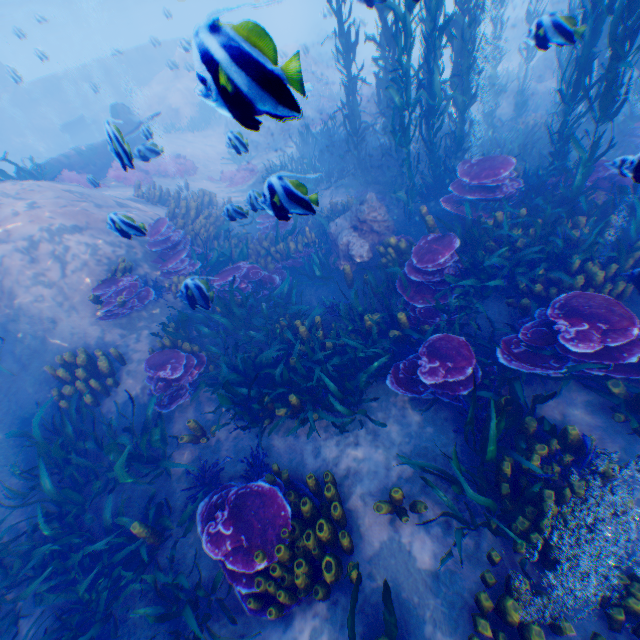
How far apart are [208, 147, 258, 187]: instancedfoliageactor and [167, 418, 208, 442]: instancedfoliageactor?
13.30m

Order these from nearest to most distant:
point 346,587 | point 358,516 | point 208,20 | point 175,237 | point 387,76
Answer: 1. point 208,20
2. point 346,587
3. point 358,516
4. point 175,237
5. point 387,76

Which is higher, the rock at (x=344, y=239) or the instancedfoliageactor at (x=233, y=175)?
the rock at (x=344, y=239)

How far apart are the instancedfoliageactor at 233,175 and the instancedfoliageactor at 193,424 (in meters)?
13.30

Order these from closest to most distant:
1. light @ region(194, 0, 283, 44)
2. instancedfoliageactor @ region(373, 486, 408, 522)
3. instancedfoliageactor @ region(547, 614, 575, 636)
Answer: light @ region(194, 0, 283, 44), instancedfoliageactor @ region(547, 614, 575, 636), instancedfoliageactor @ region(373, 486, 408, 522)

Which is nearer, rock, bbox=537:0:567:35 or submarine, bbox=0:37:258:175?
rock, bbox=537:0:567:35

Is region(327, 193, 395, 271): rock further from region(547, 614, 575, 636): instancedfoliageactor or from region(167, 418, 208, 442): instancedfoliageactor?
region(167, 418, 208, 442): instancedfoliageactor

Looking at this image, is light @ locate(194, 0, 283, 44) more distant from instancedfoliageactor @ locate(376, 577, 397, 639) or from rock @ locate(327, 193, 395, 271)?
instancedfoliageactor @ locate(376, 577, 397, 639)
